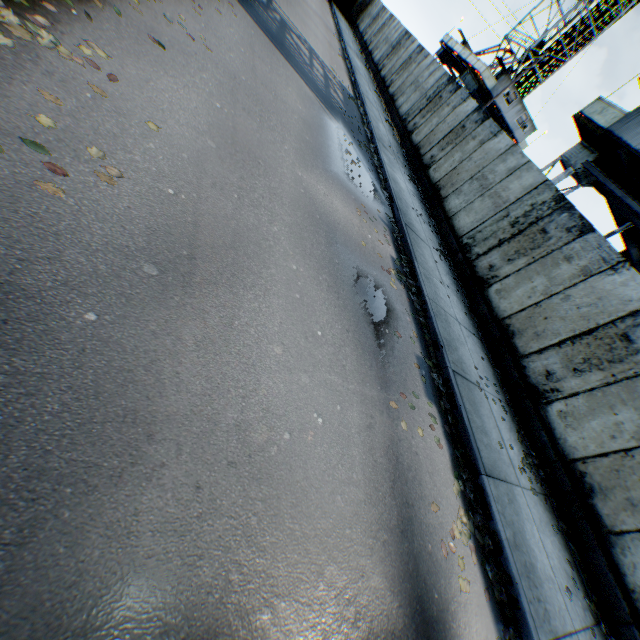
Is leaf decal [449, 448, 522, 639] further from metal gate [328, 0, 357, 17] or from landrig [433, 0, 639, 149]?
metal gate [328, 0, 357, 17]

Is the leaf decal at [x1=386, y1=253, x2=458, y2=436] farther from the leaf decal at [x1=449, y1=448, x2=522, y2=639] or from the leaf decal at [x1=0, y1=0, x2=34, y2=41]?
the leaf decal at [x1=0, y1=0, x2=34, y2=41]

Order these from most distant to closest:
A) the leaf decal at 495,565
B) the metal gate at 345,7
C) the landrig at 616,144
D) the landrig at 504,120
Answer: the metal gate at 345,7
the landrig at 504,120
the landrig at 616,144
the leaf decal at 495,565

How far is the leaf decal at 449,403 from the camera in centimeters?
554cm

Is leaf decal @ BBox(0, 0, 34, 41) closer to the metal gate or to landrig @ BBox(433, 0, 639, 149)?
landrig @ BBox(433, 0, 639, 149)

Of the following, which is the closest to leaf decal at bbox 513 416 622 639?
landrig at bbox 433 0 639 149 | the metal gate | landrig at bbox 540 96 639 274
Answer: landrig at bbox 540 96 639 274

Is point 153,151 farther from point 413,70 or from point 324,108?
point 413,70

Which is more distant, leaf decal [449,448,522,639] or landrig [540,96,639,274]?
landrig [540,96,639,274]
